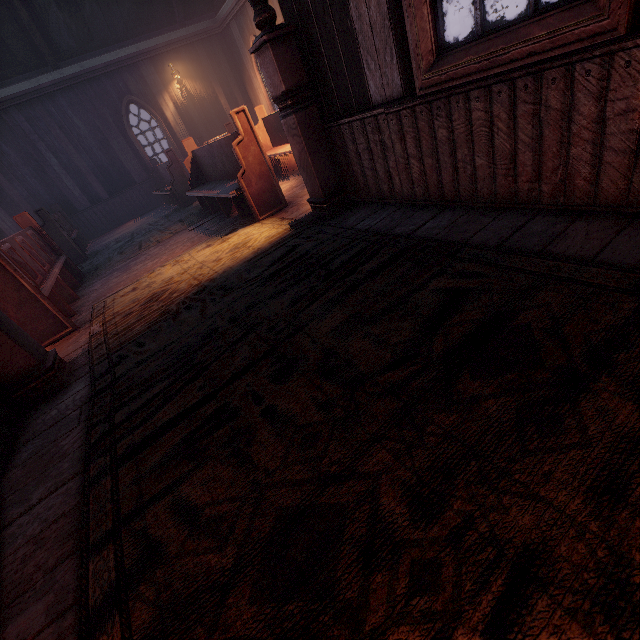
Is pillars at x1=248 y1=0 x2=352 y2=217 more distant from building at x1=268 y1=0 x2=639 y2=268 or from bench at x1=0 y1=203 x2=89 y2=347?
bench at x1=0 y1=203 x2=89 y2=347

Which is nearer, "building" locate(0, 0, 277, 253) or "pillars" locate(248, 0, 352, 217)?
"pillars" locate(248, 0, 352, 217)

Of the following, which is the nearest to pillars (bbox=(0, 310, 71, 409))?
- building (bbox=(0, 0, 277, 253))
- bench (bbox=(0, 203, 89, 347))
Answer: building (bbox=(0, 0, 277, 253))

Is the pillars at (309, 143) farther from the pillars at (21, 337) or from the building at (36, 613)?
the pillars at (21, 337)

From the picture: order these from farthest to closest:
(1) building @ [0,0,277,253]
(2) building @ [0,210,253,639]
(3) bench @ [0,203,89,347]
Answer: (1) building @ [0,0,277,253] < (3) bench @ [0,203,89,347] < (2) building @ [0,210,253,639]

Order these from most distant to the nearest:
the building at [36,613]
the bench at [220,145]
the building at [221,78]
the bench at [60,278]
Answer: the building at [221,78] < the bench at [220,145] < the bench at [60,278] < the building at [36,613]

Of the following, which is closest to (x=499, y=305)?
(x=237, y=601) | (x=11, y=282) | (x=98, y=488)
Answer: (x=237, y=601)

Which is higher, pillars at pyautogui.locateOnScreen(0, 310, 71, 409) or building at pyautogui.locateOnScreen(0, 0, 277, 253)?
building at pyautogui.locateOnScreen(0, 0, 277, 253)
